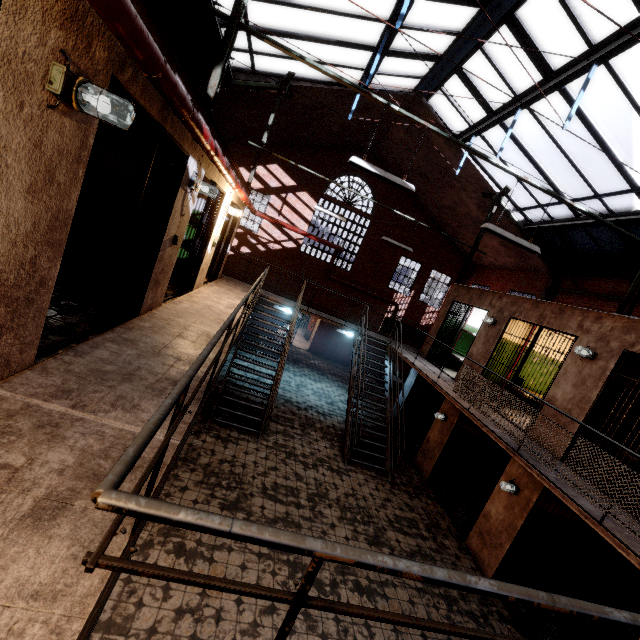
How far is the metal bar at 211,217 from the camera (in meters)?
6.32

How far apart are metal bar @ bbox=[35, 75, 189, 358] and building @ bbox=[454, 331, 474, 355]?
10.9m

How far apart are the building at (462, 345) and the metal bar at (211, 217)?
9.5 meters

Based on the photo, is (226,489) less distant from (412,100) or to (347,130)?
(412,100)

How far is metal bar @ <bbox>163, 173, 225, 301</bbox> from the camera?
6.32m

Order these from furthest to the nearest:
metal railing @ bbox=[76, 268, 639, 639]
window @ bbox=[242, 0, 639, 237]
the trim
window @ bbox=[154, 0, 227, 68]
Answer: the trim
window @ bbox=[154, 0, 227, 68]
window @ bbox=[242, 0, 639, 237]
metal railing @ bbox=[76, 268, 639, 639]

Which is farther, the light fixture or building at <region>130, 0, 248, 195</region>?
building at <region>130, 0, 248, 195</region>

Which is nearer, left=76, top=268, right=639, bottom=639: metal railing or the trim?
left=76, top=268, right=639, bottom=639: metal railing
